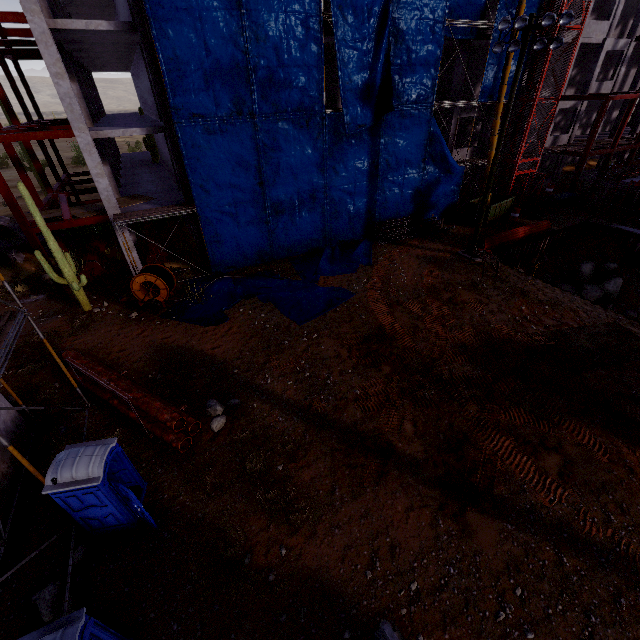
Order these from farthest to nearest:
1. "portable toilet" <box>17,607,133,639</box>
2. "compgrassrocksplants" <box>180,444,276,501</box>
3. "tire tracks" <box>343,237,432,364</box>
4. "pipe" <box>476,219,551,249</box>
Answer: "pipe" <box>476,219,551,249</box> < "tire tracks" <box>343,237,432,364</box> < "compgrassrocksplants" <box>180,444,276,501</box> < "portable toilet" <box>17,607,133,639</box>

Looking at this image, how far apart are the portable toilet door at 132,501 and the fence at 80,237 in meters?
22.6

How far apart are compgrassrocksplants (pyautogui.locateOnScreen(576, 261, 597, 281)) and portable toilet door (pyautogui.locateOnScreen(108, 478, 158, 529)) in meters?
28.9

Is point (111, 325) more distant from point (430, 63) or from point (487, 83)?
point (487, 83)

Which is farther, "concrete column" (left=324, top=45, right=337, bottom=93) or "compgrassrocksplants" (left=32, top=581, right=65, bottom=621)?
"concrete column" (left=324, top=45, right=337, bottom=93)

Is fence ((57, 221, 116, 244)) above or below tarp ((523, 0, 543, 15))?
below

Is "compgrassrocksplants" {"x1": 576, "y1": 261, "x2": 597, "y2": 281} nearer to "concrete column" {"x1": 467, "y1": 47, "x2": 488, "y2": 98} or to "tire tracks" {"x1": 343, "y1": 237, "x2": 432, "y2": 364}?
"tire tracks" {"x1": 343, "y1": 237, "x2": 432, "y2": 364}

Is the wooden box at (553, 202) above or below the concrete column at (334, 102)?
below
